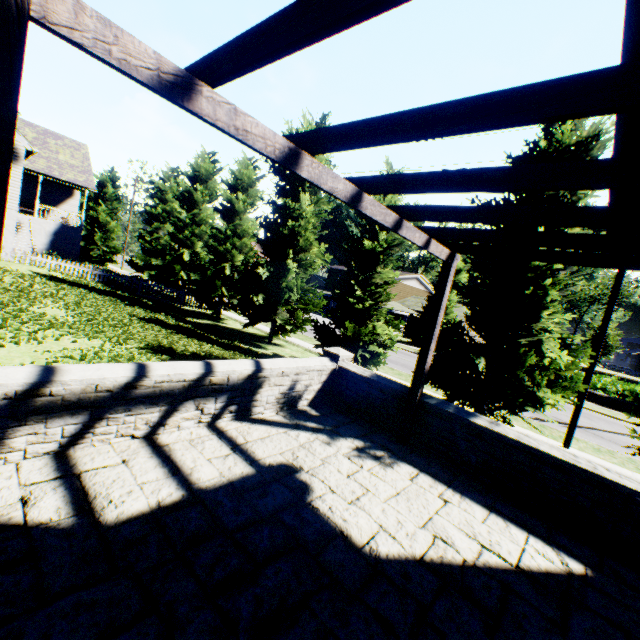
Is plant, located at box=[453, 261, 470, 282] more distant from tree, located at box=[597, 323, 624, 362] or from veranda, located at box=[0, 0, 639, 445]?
veranda, located at box=[0, 0, 639, 445]

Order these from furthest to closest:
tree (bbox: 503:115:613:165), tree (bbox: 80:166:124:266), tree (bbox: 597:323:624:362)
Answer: tree (bbox: 597:323:624:362) < tree (bbox: 80:166:124:266) < tree (bbox: 503:115:613:165)

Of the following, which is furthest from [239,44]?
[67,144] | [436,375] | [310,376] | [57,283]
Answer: [67,144]

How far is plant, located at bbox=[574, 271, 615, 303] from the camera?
56.0m

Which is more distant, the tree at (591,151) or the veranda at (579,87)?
the tree at (591,151)

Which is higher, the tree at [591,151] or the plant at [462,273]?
the tree at [591,151]

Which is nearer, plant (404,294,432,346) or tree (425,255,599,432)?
tree (425,255,599,432)
